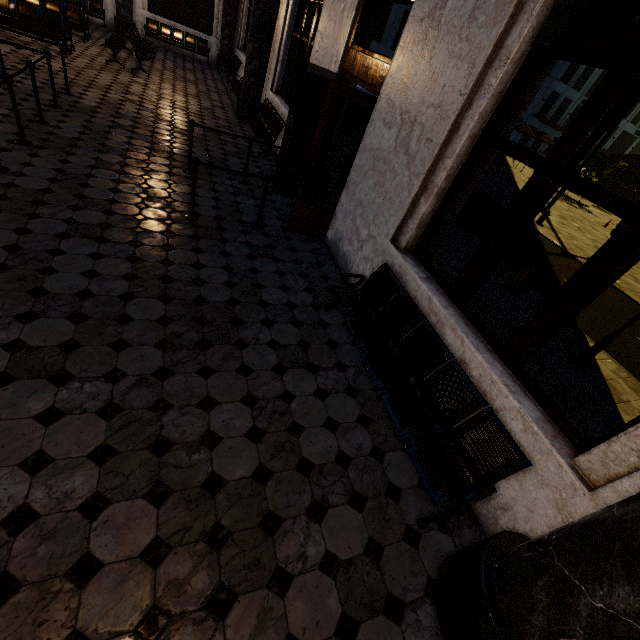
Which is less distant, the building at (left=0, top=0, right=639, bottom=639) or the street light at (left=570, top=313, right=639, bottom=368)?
the building at (left=0, top=0, right=639, bottom=639)

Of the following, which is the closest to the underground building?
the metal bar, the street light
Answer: the metal bar

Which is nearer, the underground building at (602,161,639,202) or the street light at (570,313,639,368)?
the street light at (570,313,639,368)

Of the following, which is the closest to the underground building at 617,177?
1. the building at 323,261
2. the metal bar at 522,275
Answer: the building at 323,261

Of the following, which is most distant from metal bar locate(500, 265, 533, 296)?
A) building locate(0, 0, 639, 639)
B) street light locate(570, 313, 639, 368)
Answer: building locate(0, 0, 639, 639)

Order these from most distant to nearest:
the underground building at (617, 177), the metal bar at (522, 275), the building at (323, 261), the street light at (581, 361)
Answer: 1. the underground building at (617, 177)
2. the metal bar at (522, 275)
3. the street light at (581, 361)
4. the building at (323, 261)

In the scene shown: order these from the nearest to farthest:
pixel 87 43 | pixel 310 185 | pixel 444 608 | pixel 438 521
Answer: pixel 444 608 → pixel 438 521 → pixel 310 185 → pixel 87 43

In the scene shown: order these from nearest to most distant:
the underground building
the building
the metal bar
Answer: the building, the metal bar, the underground building
